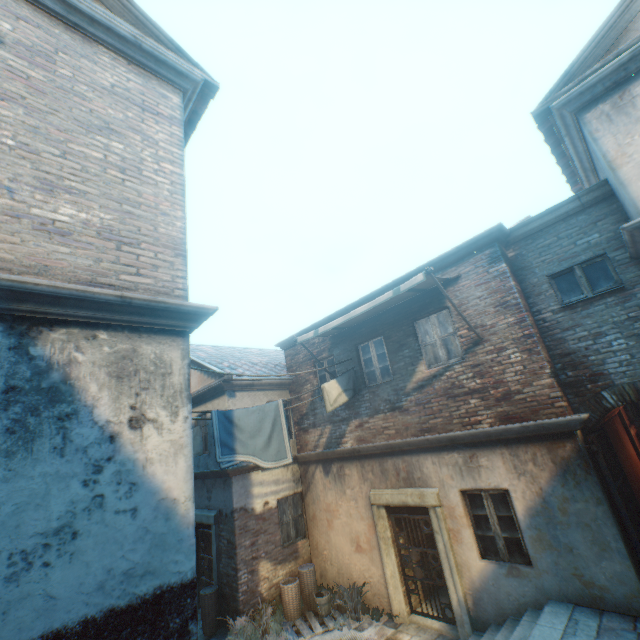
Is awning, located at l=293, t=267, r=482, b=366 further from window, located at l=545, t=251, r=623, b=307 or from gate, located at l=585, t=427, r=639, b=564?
gate, located at l=585, t=427, r=639, b=564

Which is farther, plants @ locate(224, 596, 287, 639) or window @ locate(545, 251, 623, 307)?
plants @ locate(224, 596, 287, 639)

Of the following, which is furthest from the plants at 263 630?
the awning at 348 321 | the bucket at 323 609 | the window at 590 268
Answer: the window at 590 268

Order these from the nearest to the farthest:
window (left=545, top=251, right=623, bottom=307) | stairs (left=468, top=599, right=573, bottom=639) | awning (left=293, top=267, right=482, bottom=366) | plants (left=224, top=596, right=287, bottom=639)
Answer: stairs (left=468, top=599, right=573, bottom=639) → window (left=545, top=251, right=623, bottom=307) → awning (left=293, top=267, right=482, bottom=366) → plants (left=224, top=596, right=287, bottom=639)

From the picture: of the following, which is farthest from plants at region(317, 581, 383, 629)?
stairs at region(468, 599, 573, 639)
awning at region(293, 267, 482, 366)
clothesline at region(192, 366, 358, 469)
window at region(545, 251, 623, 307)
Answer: window at region(545, 251, 623, 307)

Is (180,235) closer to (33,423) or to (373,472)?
(33,423)

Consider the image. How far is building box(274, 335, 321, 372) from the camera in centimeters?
1111cm

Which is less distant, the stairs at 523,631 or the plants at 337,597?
the stairs at 523,631
